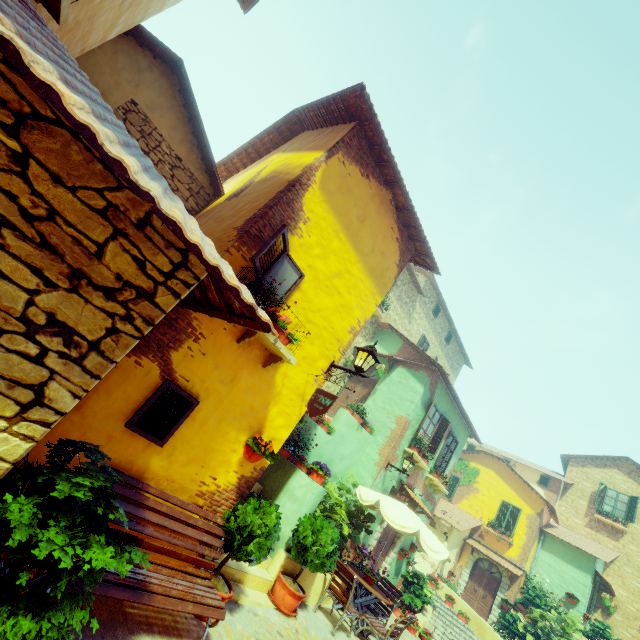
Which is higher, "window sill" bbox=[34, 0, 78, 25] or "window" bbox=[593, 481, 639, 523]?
"window" bbox=[593, 481, 639, 523]

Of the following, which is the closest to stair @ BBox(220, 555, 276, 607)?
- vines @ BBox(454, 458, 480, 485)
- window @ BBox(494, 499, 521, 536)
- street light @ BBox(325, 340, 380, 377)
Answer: street light @ BBox(325, 340, 380, 377)

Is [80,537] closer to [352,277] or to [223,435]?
[223,435]

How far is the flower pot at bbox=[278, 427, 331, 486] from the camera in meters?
7.5 m

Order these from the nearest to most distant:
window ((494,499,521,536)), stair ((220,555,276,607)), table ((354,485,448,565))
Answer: stair ((220,555,276,607)), table ((354,485,448,565)), window ((494,499,521,536))

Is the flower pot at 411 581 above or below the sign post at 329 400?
below

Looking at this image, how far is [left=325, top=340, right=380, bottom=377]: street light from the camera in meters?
5.5 m

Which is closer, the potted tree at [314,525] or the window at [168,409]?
the window at [168,409]
